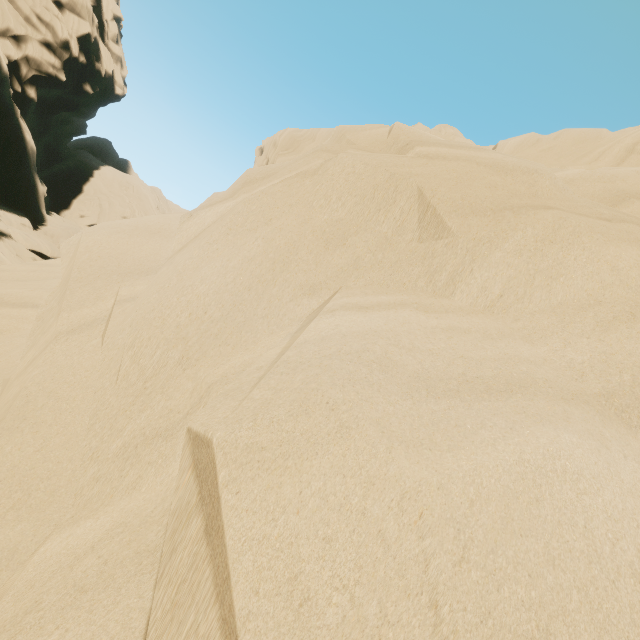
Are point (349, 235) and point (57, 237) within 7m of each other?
no
